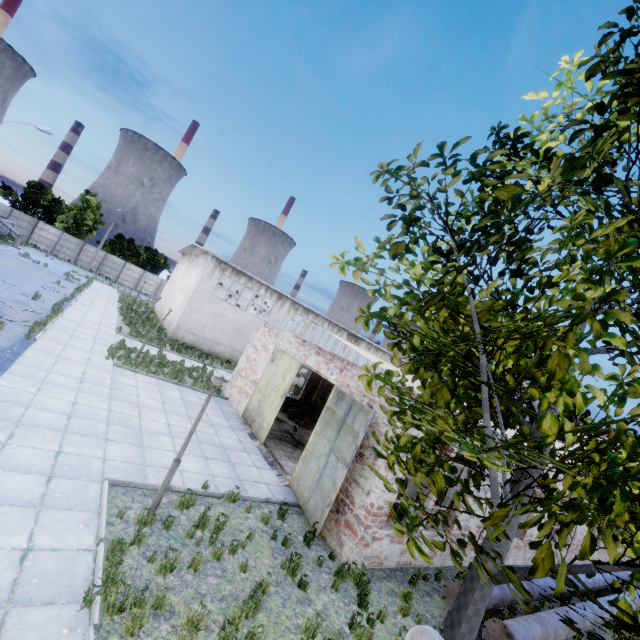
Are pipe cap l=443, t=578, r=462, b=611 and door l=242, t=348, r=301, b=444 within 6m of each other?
no

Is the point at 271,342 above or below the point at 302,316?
below

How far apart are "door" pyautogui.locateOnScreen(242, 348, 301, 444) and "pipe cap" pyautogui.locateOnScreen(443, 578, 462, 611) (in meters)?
8.10

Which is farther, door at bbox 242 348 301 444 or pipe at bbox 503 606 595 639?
door at bbox 242 348 301 444

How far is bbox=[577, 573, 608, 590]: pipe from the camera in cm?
1275

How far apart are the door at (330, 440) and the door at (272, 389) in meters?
2.0 m

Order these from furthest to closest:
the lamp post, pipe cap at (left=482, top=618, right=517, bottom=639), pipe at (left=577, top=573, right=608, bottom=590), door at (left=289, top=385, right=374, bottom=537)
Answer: pipe at (left=577, top=573, right=608, bottom=590) < door at (left=289, top=385, right=374, bottom=537) < pipe cap at (left=482, top=618, right=517, bottom=639) < the lamp post

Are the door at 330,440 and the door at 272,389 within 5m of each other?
yes
